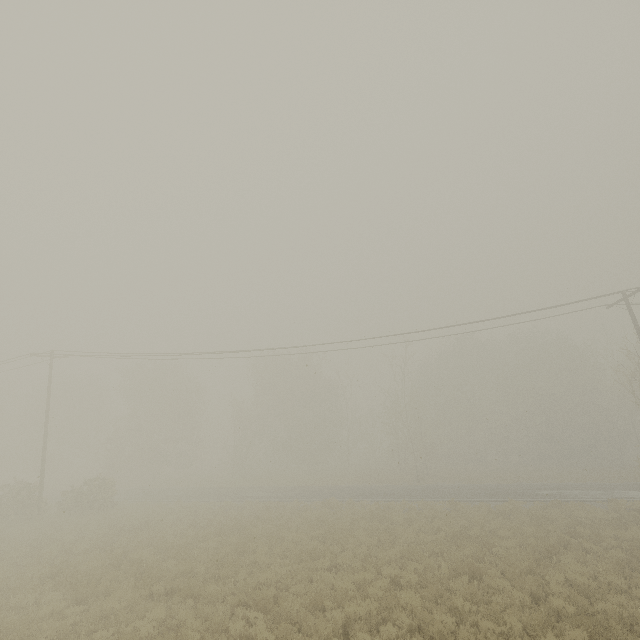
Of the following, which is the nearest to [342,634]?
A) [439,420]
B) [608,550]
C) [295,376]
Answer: [608,550]
